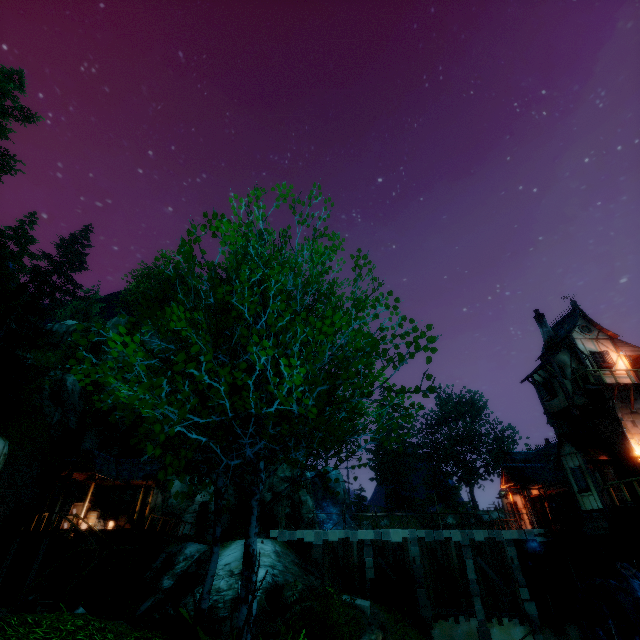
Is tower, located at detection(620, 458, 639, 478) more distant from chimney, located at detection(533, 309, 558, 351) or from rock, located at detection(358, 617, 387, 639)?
rock, located at detection(358, 617, 387, 639)

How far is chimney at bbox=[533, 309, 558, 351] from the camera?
24.39m

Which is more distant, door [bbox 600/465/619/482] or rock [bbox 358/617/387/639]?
door [bbox 600/465/619/482]

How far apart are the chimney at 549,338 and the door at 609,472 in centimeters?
839cm

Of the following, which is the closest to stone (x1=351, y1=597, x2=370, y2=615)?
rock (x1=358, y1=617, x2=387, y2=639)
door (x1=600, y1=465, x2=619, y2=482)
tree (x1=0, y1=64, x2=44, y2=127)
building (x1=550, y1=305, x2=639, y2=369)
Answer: rock (x1=358, y1=617, x2=387, y2=639)

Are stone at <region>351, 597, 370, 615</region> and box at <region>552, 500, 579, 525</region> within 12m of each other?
no

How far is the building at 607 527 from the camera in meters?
18.4 m

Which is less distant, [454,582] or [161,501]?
[454,582]
